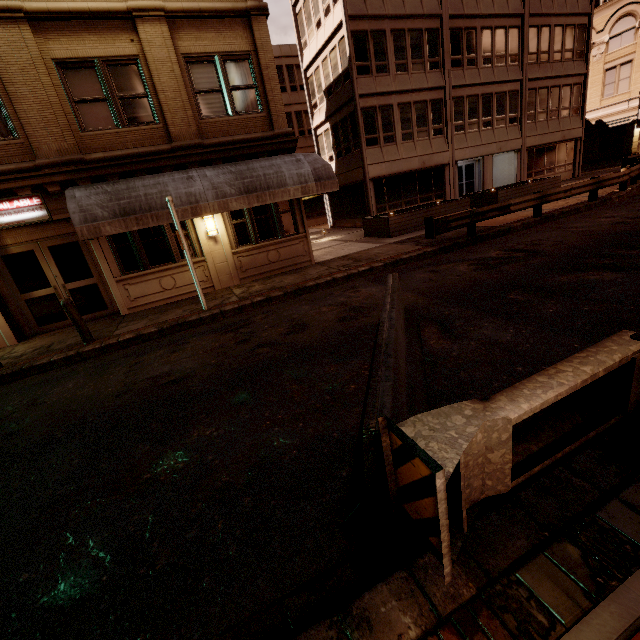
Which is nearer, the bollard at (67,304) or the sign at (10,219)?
the bollard at (67,304)

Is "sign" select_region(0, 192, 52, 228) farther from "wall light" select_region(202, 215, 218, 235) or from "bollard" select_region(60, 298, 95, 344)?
"wall light" select_region(202, 215, 218, 235)

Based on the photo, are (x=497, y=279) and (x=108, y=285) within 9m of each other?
no

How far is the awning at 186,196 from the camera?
8.7 meters

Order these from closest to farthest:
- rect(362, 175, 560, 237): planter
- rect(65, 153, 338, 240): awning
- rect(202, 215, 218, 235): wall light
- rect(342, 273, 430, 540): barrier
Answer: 1. rect(342, 273, 430, 540): barrier
2. rect(65, 153, 338, 240): awning
3. rect(202, 215, 218, 235): wall light
4. rect(362, 175, 560, 237): planter

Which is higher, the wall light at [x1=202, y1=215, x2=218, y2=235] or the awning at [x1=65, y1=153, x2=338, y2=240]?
the awning at [x1=65, y1=153, x2=338, y2=240]

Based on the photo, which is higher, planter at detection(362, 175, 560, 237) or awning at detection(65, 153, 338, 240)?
awning at detection(65, 153, 338, 240)

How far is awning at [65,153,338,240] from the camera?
8.68m
